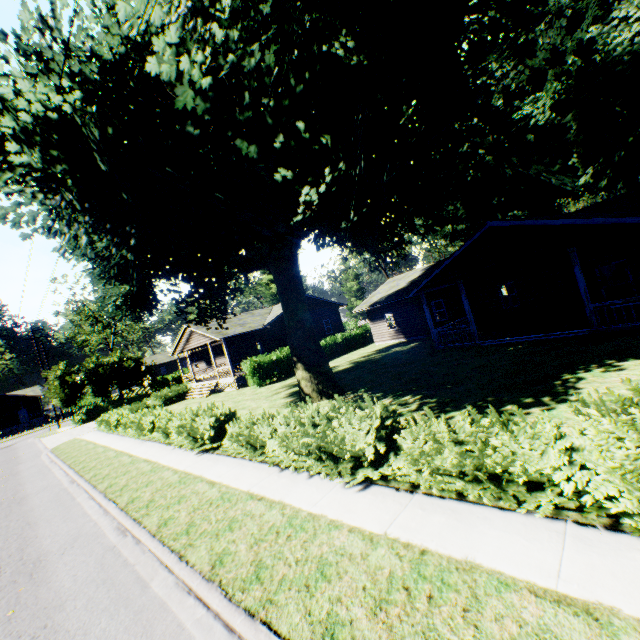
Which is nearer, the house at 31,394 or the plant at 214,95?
the plant at 214,95

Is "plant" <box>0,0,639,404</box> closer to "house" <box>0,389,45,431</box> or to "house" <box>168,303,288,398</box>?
"house" <box>168,303,288,398</box>

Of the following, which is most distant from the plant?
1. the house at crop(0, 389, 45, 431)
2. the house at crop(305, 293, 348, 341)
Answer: the house at crop(0, 389, 45, 431)

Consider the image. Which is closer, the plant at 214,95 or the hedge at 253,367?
the plant at 214,95

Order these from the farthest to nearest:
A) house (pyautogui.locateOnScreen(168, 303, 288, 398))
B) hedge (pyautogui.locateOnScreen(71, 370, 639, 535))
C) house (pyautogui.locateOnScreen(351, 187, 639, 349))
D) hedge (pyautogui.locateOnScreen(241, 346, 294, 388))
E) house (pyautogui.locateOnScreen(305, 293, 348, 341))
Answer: house (pyautogui.locateOnScreen(305, 293, 348, 341))
house (pyautogui.locateOnScreen(168, 303, 288, 398))
hedge (pyautogui.locateOnScreen(241, 346, 294, 388))
house (pyautogui.locateOnScreen(351, 187, 639, 349))
hedge (pyautogui.locateOnScreen(71, 370, 639, 535))

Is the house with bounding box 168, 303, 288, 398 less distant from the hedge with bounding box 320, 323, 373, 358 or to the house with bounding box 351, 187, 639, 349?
the house with bounding box 351, 187, 639, 349

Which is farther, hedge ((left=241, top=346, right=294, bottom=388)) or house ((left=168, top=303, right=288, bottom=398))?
house ((left=168, top=303, right=288, bottom=398))

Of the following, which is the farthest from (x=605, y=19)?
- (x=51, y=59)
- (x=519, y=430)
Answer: (x=51, y=59)
